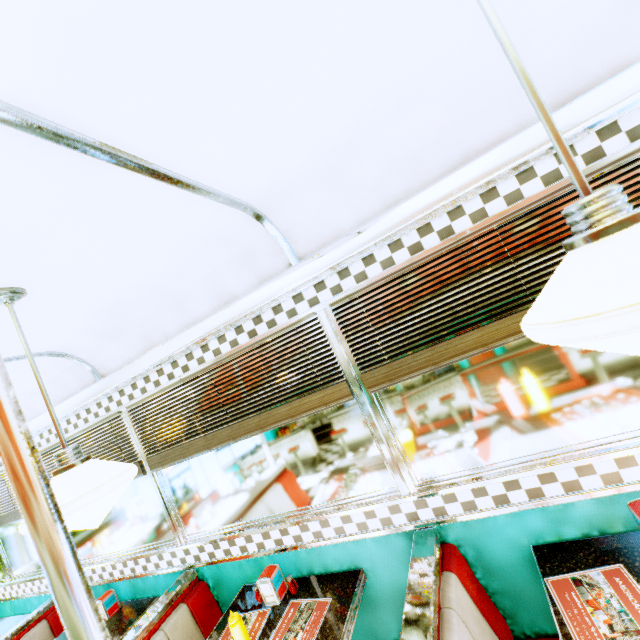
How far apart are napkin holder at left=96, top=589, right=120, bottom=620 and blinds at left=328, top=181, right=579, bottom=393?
3.10m

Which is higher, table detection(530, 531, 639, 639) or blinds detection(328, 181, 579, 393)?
blinds detection(328, 181, 579, 393)

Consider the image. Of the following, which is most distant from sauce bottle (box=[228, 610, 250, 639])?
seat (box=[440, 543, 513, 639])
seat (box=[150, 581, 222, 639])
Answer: seat (box=[440, 543, 513, 639])

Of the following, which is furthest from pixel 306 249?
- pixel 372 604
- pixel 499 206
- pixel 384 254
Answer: pixel 372 604

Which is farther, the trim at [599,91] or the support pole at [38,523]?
the trim at [599,91]

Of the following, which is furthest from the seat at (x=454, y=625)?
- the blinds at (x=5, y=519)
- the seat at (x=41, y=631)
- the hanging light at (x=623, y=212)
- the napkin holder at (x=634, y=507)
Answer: the blinds at (x=5, y=519)

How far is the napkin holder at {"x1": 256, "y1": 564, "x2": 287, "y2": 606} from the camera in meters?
2.0

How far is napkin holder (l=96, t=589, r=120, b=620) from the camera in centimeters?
276cm
